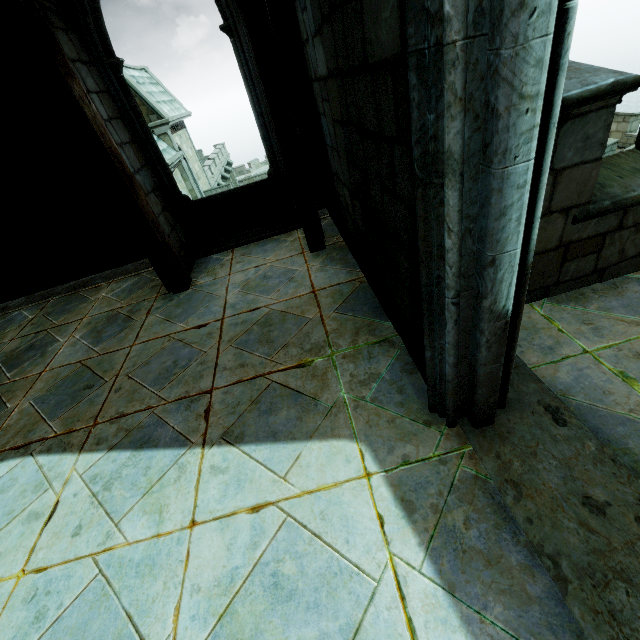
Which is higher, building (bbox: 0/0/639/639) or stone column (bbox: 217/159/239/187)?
building (bbox: 0/0/639/639)

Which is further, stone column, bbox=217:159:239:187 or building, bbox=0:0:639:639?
stone column, bbox=217:159:239:187

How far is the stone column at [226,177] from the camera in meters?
29.0

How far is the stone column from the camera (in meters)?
29.01

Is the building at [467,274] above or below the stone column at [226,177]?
above

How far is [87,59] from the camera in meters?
4.1 m
